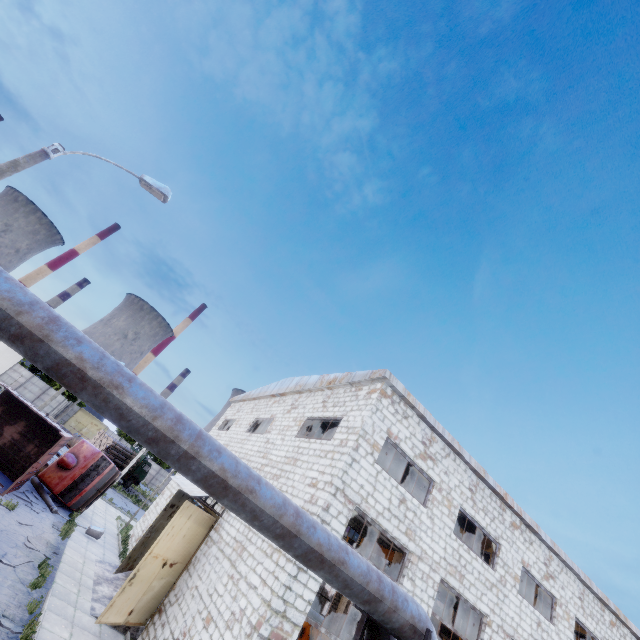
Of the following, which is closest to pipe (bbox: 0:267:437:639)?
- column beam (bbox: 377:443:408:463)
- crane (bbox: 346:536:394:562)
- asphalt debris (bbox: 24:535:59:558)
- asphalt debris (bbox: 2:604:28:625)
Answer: column beam (bbox: 377:443:408:463)

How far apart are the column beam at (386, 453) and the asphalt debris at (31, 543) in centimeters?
1336cm

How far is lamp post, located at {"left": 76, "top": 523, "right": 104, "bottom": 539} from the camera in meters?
17.1 m

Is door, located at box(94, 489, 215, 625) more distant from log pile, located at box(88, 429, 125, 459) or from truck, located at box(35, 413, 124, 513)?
log pile, located at box(88, 429, 125, 459)

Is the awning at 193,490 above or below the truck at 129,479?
above

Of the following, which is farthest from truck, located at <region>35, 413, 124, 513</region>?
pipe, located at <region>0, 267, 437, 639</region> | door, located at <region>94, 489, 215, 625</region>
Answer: pipe, located at <region>0, 267, 437, 639</region>

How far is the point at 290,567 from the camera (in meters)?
8.64

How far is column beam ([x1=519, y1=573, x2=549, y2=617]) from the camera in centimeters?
1479cm
